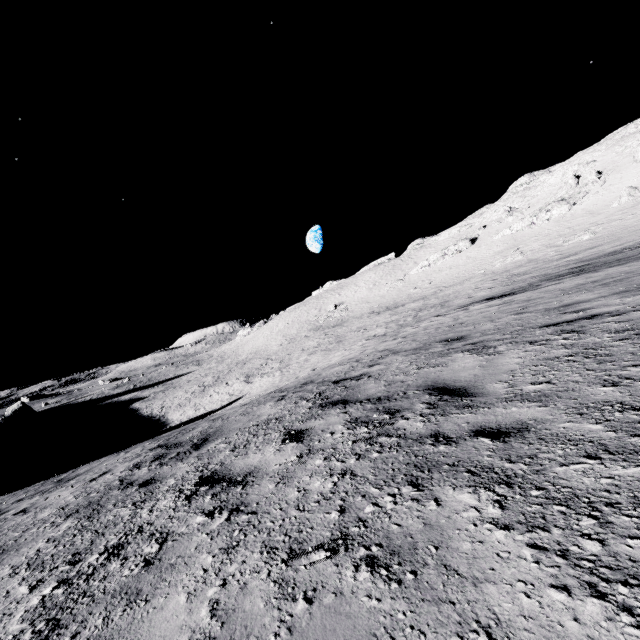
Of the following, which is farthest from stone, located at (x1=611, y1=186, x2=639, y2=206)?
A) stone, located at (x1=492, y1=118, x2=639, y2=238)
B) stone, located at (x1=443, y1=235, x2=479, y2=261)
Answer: stone, located at (x1=443, y1=235, x2=479, y2=261)

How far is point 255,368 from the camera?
47.1 meters

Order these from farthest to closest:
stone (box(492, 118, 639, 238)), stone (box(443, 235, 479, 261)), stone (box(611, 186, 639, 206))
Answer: stone (box(443, 235, 479, 261)) < stone (box(492, 118, 639, 238)) < stone (box(611, 186, 639, 206))

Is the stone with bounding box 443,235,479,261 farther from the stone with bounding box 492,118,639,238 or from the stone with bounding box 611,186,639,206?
the stone with bounding box 611,186,639,206

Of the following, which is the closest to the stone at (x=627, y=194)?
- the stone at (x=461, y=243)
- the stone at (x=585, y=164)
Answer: the stone at (x=585, y=164)

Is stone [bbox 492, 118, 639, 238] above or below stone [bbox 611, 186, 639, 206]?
above

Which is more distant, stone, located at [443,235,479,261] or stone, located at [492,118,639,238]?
stone, located at [443,235,479,261]

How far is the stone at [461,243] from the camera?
58.09m
